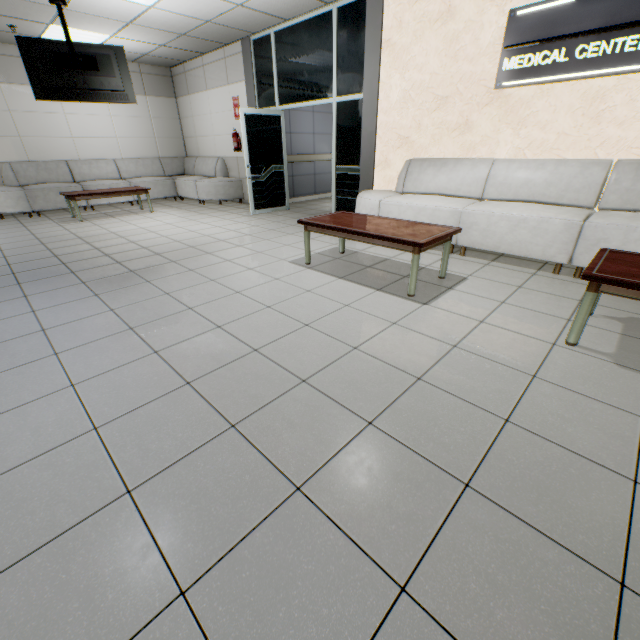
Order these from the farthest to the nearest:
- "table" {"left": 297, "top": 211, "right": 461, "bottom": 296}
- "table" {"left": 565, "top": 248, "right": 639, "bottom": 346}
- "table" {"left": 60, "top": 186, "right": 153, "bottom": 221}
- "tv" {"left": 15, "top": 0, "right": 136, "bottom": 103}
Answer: "table" {"left": 60, "top": 186, "right": 153, "bottom": 221}
"tv" {"left": 15, "top": 0, "right": 136, "bottom": 103}
"table" {"left": 297, "top": 211, "right": 461, "bottom": 296}
"table" {"left": 565, "top": 248, "right": 639, "bottom": 346}

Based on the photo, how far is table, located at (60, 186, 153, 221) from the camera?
6.5m

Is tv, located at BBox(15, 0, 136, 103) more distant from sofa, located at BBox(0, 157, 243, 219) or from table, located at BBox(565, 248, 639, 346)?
table, located at BBox(565, 248, 639, 346)

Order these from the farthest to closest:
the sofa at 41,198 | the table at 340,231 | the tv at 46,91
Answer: the sofa at 41,198 < the tv at 46,91 < the table at 340,231

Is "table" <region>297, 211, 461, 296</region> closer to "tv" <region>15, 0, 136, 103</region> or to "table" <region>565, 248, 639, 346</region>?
"table" <region>565, 248, 639, 346</region>

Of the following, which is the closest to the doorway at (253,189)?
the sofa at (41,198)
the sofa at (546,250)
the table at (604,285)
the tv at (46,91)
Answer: the sofa at (546,250)

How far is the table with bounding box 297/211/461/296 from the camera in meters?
2.9 m

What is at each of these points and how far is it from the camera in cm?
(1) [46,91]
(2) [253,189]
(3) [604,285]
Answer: (1) tv, 530
(2) doorway, 684
(3) table, 202
